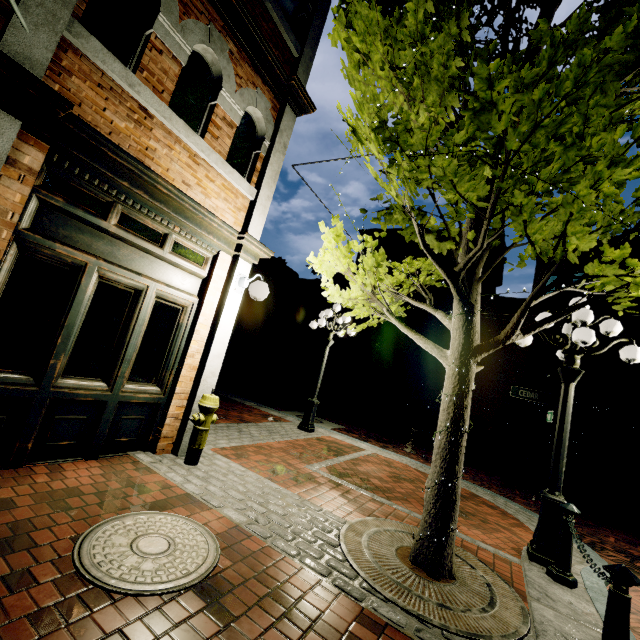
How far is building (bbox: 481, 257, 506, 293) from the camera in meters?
23.5 m

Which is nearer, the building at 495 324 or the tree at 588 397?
the tree at 588 397

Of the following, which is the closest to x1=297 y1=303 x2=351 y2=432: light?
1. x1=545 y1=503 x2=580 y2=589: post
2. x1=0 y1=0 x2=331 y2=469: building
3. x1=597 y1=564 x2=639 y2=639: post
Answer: x1=0 y1=0 x2=331 y2=469: building

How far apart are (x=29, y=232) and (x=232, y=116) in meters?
3.1

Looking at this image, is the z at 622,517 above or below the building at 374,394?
below

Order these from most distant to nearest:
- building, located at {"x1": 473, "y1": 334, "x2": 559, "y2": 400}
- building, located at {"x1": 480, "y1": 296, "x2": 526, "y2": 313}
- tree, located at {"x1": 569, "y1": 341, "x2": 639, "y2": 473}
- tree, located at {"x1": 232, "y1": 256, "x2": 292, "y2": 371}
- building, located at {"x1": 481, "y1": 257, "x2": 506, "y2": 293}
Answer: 1. tree, located at {"x1": 232, "y1": 256, "x2": 292, "y2": 371}
2. building, located at {"x1": 481, "y1": 257, "x2": 506, "y2": 293}
3. building, located at {"x1": 480, "y1": 296, "x2": 526, "y2": 313}
4. building, located at {"x1": 473, "y1": 334, "x2": 559, "y2": 400}
5. tree, located at {"x1": 569, "y1": 341, "x2": 639, "y2": 473}

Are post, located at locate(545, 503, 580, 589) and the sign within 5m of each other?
yes
